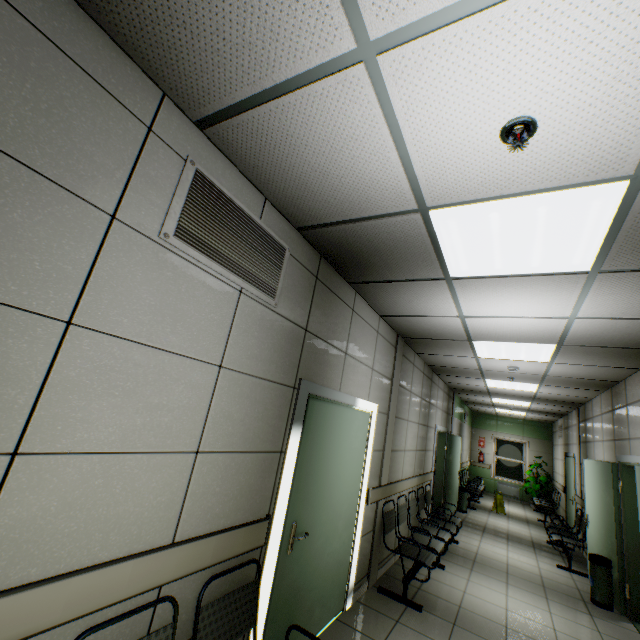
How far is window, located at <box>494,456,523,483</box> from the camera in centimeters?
1327cm

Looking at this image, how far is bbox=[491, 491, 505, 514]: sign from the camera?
10.1m

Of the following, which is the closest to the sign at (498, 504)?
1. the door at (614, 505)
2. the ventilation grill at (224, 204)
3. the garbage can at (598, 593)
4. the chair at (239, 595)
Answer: the door at (614, 505)

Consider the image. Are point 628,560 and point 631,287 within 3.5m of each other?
no

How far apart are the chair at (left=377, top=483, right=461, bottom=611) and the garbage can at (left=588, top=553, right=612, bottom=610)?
1.88m

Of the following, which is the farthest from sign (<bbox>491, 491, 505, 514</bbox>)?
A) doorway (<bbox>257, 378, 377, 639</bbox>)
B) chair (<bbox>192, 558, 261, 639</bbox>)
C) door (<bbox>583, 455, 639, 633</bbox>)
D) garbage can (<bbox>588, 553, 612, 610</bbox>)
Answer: chair (<bbox>192, 558, 261, 639</bbox>)

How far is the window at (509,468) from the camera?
13.3 meters

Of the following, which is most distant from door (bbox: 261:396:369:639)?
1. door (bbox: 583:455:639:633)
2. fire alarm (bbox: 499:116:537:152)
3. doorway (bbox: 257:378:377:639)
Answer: door (bbox: 583:455:639:633)
